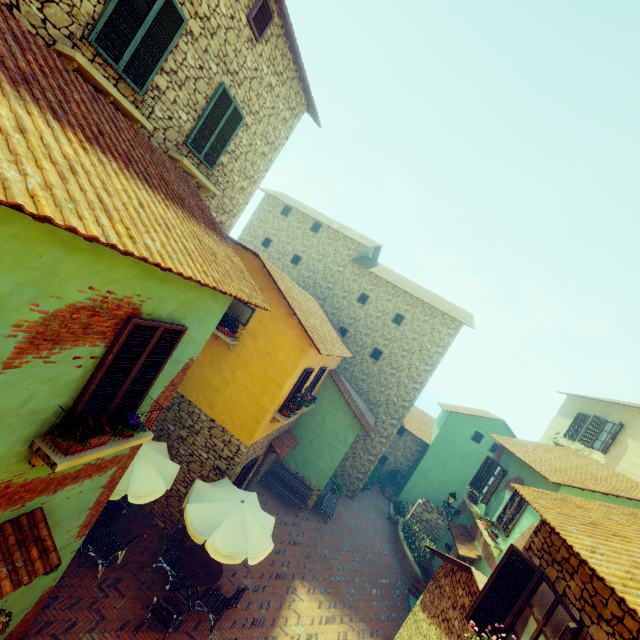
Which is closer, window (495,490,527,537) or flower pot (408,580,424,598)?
window (495,490,527,537)

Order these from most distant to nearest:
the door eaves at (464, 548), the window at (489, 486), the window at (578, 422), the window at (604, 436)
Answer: the window at (578, 422), the window at (604, 436), the window at (489, 486), the door eaves at (464, 548)

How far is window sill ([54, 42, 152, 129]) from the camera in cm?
471

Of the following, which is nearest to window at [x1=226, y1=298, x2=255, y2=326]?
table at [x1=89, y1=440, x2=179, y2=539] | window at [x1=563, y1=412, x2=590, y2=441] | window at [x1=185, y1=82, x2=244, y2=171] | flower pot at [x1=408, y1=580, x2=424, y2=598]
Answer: window at [x1=185, y1=82, x2=244, y2=171]

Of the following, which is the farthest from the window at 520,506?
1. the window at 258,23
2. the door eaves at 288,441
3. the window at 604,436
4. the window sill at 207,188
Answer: the window at 258,23

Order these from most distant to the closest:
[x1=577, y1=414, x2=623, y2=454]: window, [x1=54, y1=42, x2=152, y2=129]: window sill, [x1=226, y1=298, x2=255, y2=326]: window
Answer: [x1=577, y1=414, x2=623, y2=454]: window, [x1=226, y1=298, x2=255, y2=326]: window, [x1=54, y1=42, x2=152, y2=129]: window sill

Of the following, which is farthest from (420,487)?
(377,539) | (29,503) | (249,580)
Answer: (29,503)

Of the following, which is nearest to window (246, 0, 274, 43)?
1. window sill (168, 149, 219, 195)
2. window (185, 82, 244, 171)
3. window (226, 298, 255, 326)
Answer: window (185, 82, 244, 171)
